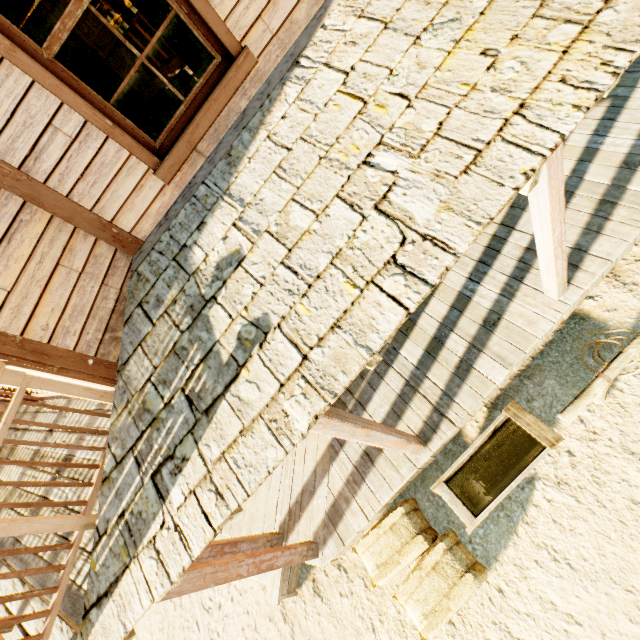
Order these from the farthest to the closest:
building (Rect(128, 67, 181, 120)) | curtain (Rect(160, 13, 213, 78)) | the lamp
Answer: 1. building (Rect(128, 67, 181, 120))
2. the lamp
3. curtain (Rect(160, 13, 213, 78))

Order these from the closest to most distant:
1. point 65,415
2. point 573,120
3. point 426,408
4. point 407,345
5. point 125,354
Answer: point 573,120 < point 125,354 < point 65,415 < point 426,408 < point 407,345

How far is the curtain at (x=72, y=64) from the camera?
2.29m

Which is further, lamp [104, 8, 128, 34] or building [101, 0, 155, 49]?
building [101, 0, 155, 49]

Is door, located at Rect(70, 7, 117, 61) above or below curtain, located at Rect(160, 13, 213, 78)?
above

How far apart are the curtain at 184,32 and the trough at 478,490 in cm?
456

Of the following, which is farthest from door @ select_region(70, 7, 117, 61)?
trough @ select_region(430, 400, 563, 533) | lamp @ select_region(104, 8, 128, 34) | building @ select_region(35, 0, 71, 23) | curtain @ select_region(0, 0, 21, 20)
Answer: trough @ select_region(430, 400, 563, 533)

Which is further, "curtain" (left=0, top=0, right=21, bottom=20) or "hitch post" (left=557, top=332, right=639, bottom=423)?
"hitch post" (left=557, top=332, right=639, bottom=423)
